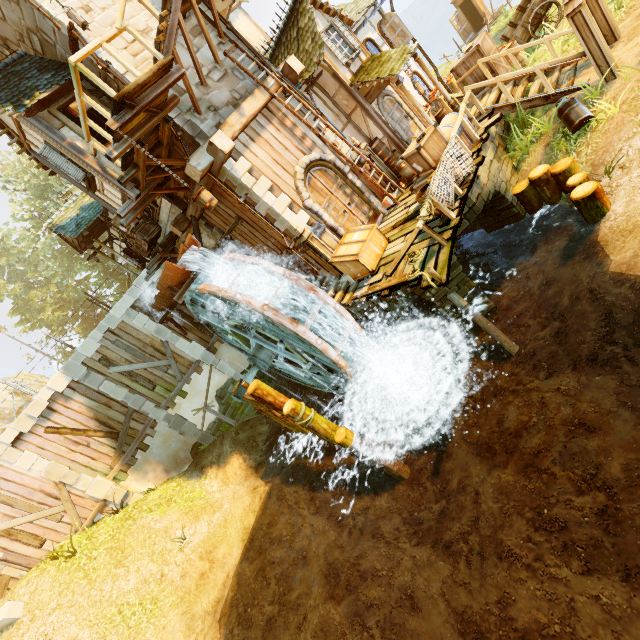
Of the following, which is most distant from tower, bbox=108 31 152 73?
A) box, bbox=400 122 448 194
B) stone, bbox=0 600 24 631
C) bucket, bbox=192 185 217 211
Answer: stone, bbox=0 600 24 631

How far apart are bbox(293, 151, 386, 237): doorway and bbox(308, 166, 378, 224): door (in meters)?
0.01

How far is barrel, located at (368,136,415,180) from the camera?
11.2m

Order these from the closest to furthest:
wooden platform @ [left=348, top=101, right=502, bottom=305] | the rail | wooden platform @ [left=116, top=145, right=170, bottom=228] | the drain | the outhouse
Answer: the rail, wooden platform @ [left=348, top=101, right=502, bottom=305], wooden platform @ [left=116, top=145, right=170, bottom=228], the drain, the outhouse

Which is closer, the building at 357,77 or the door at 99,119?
the door at 99,119

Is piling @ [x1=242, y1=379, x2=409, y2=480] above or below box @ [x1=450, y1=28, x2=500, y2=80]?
below

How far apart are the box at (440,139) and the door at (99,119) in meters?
7.2

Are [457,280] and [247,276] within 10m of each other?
yes
